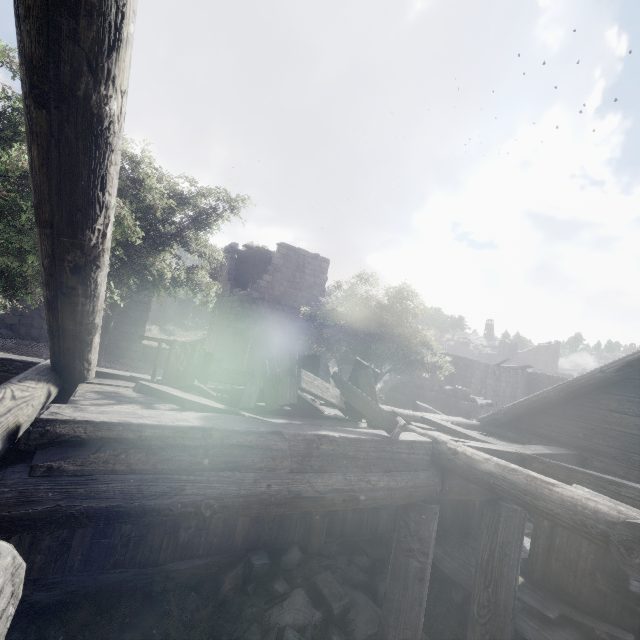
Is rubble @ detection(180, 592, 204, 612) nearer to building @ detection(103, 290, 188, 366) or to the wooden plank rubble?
building @ detection(103, 290, 188, 366)

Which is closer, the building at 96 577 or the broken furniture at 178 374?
the building at 96 577

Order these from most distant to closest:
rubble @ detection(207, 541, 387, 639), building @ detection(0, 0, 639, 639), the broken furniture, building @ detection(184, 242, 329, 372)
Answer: building @ detection(184, 242, 329, 372) → rubble @ detection(207, 541, 387, 639) → the broken furniture → building @ detection(0, 0, 639, 639)

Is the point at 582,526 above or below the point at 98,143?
below

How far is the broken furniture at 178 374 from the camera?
3.47m

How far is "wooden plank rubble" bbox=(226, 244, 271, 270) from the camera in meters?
21.1 m

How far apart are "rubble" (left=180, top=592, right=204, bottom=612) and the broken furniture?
2.4 meters

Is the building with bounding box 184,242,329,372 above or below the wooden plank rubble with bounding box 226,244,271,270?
below
